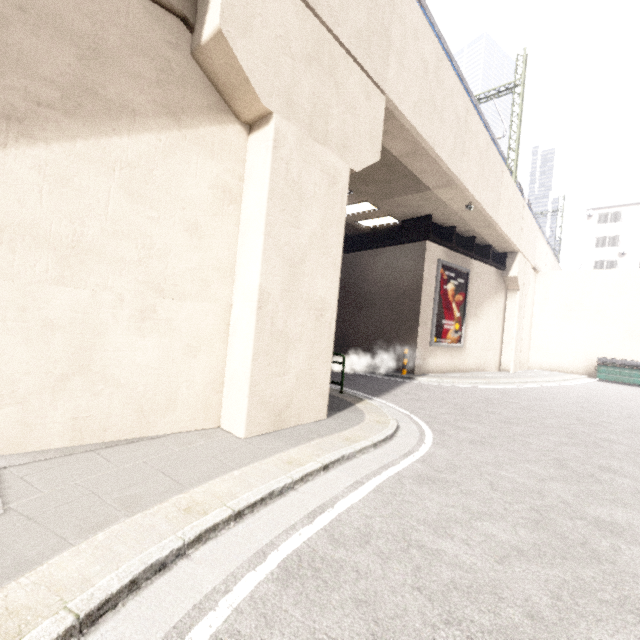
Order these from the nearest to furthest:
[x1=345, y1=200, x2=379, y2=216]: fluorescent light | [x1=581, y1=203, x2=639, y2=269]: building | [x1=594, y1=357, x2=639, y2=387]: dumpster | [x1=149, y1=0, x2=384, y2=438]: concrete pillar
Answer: [x1=149, y1=0, x2=384, y2=438]: concrete pillar, [x1=345, y1=200, x2=379, y2=216]: fluorescent light, [x1=594, y1=357, x2=639, y2=387]: dumpster, [x1=581, y1=203, x2=639, y2=269]: building

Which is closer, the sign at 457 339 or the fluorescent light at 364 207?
the fluorescent light at 364 207

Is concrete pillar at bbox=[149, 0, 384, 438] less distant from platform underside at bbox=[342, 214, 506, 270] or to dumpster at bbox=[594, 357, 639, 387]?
platform underside at bbox=[342, 214, 506, 270]

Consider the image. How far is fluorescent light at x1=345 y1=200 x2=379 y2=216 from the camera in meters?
13.3 m

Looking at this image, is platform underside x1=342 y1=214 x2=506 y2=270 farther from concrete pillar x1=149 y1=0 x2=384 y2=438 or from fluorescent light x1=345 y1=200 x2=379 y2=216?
concrete pillar x1=149 y1=0 x2=384 y2=438

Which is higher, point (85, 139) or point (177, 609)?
point (85, 139)

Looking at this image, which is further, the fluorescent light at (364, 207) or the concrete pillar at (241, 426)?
the fluorescent light at (364, 207)

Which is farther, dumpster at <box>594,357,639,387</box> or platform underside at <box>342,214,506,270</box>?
dumpster at <box>594,357,639,387</box>
